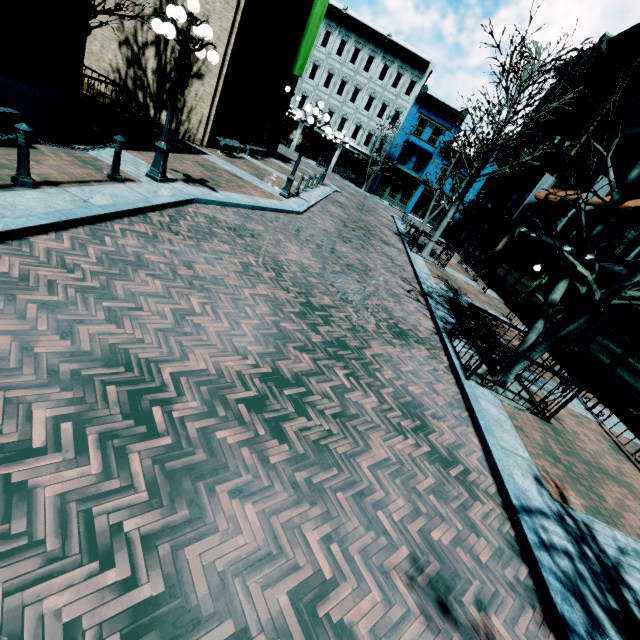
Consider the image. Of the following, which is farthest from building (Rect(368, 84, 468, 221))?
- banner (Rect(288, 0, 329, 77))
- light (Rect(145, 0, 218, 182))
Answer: light (Rect(145, 0, 218, 182))

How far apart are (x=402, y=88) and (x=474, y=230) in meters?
19.1 m

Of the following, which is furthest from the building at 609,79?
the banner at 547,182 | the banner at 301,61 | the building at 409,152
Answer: the banner at 301,61

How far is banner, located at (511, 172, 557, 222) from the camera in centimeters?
1880cm

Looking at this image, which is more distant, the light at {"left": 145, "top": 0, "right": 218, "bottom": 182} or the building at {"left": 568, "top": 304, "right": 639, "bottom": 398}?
the building at {"left": 568, "top": 304, "right": 639, "bottom": 398}

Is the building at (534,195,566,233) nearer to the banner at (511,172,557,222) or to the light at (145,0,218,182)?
the banner at (511,172,557,222)

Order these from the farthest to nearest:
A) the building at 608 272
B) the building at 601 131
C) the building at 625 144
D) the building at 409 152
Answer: the building at 409 152
the building at 601 131
the building at 625 144
the building at 608 272

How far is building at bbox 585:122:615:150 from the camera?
16.41m
